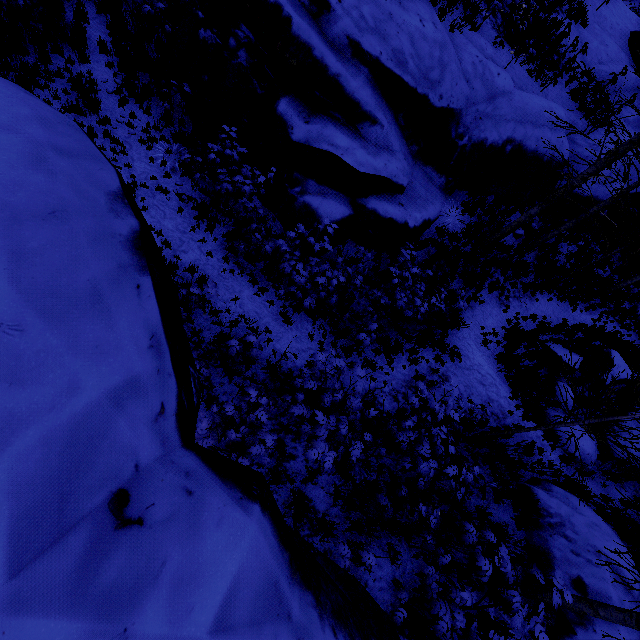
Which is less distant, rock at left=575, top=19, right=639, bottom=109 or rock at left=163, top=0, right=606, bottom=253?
rock at left=163, top=0, right=606, bottom=253

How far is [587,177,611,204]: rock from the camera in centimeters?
1171cm

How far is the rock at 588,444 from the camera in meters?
8.4

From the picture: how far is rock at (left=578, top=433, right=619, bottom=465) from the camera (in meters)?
8.42

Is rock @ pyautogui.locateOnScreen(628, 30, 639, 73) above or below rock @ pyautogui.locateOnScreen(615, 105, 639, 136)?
above

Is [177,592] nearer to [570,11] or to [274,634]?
[274,634]

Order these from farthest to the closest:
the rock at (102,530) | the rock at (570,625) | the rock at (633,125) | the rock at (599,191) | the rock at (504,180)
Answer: the rock at (633,125) < the rock at (599,191) < the rock at (504,180) < the rock at (570,625) < the rock at (102,530)
